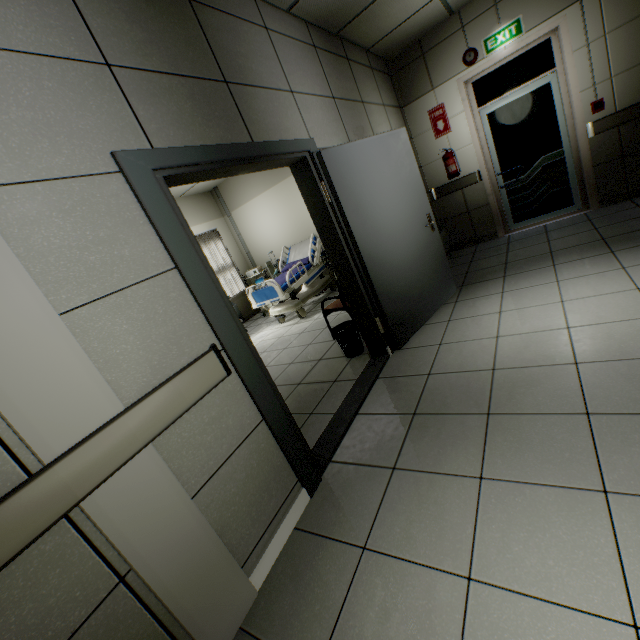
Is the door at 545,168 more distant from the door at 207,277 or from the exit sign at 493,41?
the door at 207,277

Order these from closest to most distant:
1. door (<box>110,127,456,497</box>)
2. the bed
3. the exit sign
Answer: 1. door (<box>110,127,456,497</box>)
2. the exit sign
3. the bed

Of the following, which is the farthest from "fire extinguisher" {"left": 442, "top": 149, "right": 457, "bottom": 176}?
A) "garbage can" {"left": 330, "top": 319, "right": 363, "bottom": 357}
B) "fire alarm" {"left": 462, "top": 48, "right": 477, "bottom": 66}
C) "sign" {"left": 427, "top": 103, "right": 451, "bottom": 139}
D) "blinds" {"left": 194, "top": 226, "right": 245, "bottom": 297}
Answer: "blinds" {"left": 194, "top": 226, "right": 245, "bottom": 297}

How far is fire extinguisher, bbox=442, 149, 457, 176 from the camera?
5.2m

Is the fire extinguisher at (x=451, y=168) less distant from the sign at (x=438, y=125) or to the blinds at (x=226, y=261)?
the sign at (x=438, y=125)

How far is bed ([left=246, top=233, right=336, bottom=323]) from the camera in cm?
575

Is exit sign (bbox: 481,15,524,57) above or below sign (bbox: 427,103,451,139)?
above

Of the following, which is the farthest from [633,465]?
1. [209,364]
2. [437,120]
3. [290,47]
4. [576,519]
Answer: [437,120]
